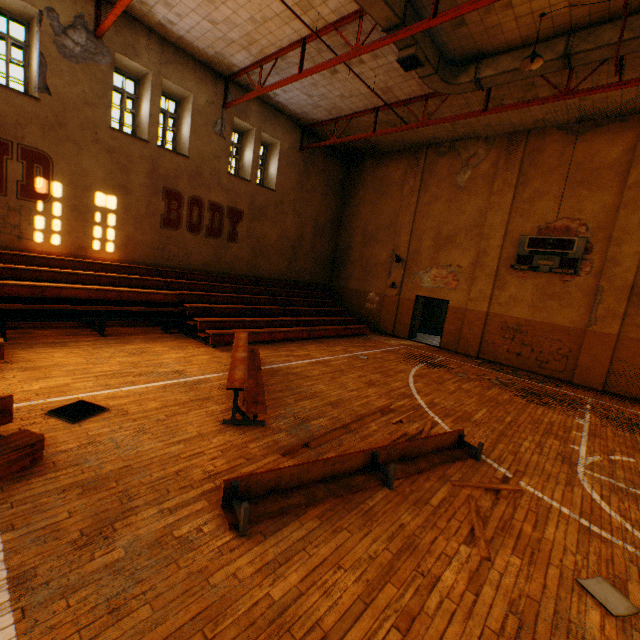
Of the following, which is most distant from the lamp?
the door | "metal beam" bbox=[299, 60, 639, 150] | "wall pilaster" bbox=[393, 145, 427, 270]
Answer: the door

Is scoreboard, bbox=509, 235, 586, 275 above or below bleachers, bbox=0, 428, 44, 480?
above

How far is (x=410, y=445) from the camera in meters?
4.7

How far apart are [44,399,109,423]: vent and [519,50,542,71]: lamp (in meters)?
11.03

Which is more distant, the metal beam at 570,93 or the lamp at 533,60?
the metal beam at 570,93

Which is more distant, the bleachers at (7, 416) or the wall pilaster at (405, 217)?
the wall pilaster at (405, 217)

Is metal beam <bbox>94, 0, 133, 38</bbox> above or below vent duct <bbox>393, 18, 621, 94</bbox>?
below

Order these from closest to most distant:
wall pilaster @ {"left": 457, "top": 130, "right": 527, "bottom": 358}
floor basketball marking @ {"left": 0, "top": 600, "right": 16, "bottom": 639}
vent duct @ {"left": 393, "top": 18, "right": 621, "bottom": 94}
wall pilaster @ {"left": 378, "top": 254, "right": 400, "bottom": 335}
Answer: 1. floor basketball marking @ {"left": 0, "top": 600, "right": 16, "bottom": 639}
2. vent duct @ {"left": 393, "top": 18, "right": 621, "bottom": 94}
3. wall pilaster @ {"left": 457, "top": 130, "right": 527, "bottom": 358}
4. wall pilaster @ {"left": 378, "top": 254, "right": 400, "bottom": 335}
